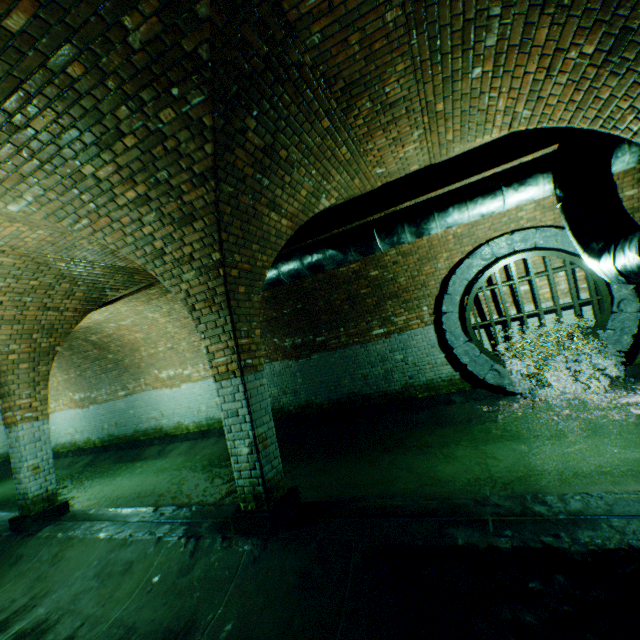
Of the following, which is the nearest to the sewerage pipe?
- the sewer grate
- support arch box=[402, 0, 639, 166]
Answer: the sewer grate

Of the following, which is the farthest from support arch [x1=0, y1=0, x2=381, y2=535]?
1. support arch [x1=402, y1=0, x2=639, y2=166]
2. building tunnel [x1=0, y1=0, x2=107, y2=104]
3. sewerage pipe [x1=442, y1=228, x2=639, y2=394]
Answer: sewerage pipe [x1=442, y1=228, x2=639, y2=394]

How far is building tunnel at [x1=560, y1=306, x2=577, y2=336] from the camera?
6.6 meters

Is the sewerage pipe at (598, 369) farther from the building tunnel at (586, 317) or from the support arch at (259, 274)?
the support arch at (259, 274)

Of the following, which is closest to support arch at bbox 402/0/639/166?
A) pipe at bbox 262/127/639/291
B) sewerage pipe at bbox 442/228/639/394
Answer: pipe at bbox 262/127/639/291

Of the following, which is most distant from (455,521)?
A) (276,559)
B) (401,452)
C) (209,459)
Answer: (209,459)

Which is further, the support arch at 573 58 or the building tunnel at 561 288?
the building tunnel at 561 288
